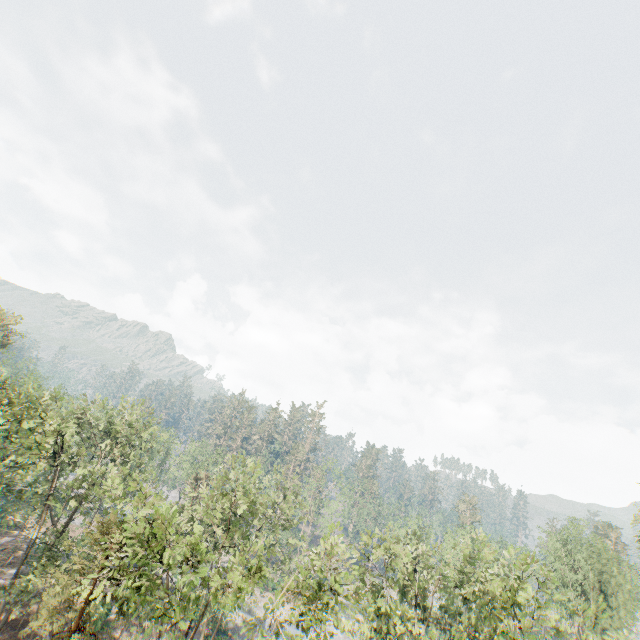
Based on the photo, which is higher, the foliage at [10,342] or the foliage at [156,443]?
the foliage at [10,342]

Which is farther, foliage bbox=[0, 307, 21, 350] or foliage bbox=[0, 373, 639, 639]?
foliage bbox=[0, 307, 21, 350]

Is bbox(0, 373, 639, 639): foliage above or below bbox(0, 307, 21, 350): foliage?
below

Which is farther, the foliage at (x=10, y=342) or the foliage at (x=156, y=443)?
the foliage at (x=10, y=342)

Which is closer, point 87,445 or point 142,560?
point 142,560
